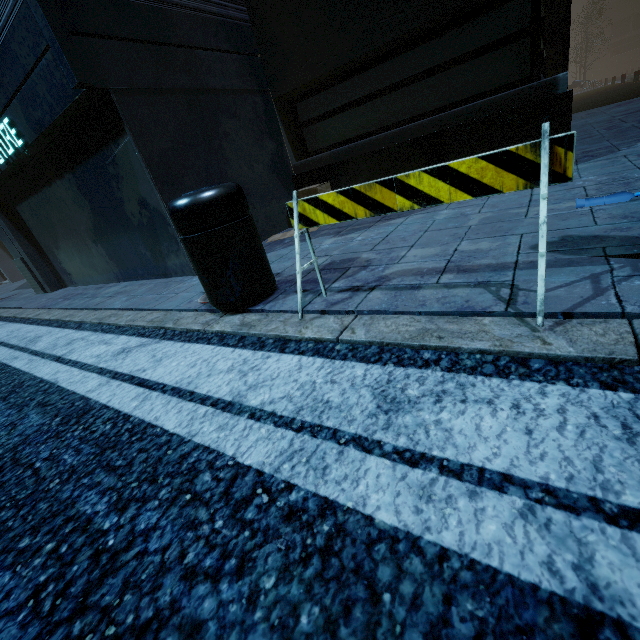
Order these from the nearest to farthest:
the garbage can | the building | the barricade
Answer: the barricade, the garbage can, the building

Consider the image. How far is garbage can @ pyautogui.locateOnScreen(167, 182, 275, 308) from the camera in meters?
2.3 m

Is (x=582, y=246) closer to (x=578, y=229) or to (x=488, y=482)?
(x=578, y=229)

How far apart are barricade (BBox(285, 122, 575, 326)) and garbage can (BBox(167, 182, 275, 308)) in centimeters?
45cm

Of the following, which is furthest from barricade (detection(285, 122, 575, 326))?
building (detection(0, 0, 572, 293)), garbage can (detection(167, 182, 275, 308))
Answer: building (detection(0, 0, 572, 293))

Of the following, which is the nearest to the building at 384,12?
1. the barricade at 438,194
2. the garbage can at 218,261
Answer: the garbage can at 218,261

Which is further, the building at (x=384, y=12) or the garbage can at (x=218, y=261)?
the building at (x=384, y=12)
